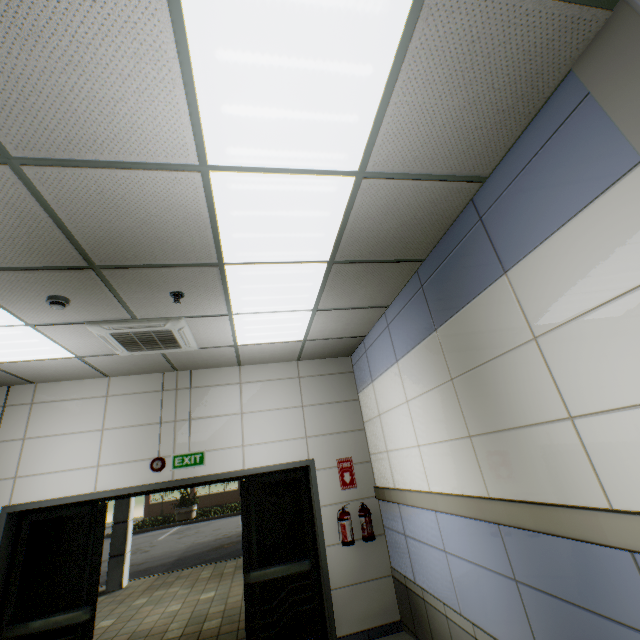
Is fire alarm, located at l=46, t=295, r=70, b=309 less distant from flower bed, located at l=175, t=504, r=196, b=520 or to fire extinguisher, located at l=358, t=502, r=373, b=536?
fire extinguisher, located at l=358, t=502, r=373, b=536

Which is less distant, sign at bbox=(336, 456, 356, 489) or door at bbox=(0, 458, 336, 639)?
door at bbox=(0, 458, 336, 639)

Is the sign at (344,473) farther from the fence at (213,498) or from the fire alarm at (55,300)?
the fence at (213,498)

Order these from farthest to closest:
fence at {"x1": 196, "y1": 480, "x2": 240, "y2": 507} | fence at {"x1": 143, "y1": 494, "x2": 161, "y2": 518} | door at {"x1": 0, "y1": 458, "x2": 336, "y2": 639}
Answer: fence at {"x1": 196, "y1": 480, "x2": 240, "y2": 507}
fence at {"x1": 143, "y1": 494, "x2": 161, "y2": 518}
door at {"x1": 0, "y1": 458, "x2": 336, "y2": 639}

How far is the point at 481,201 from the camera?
2.5 meters

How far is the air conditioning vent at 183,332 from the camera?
3.5m

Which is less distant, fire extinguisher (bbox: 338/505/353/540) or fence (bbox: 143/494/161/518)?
fire extinguisher (bbox: 338/505/353/540)

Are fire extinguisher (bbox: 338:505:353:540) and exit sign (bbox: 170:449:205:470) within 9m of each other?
yes
